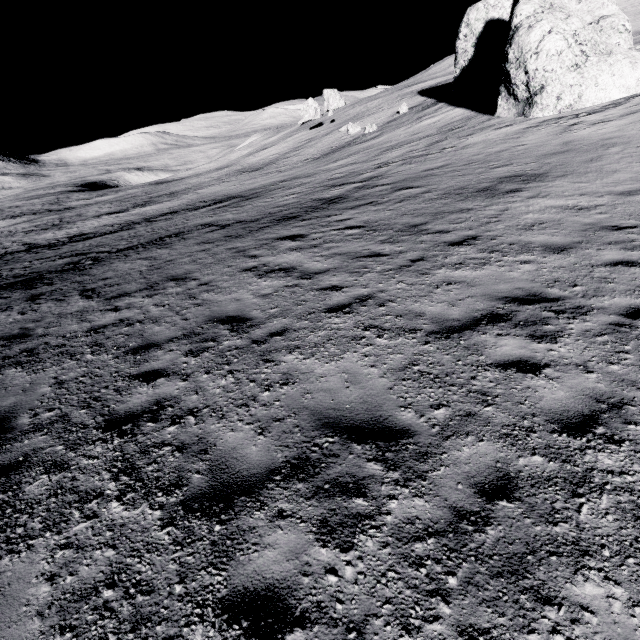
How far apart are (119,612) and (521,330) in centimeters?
589cm
